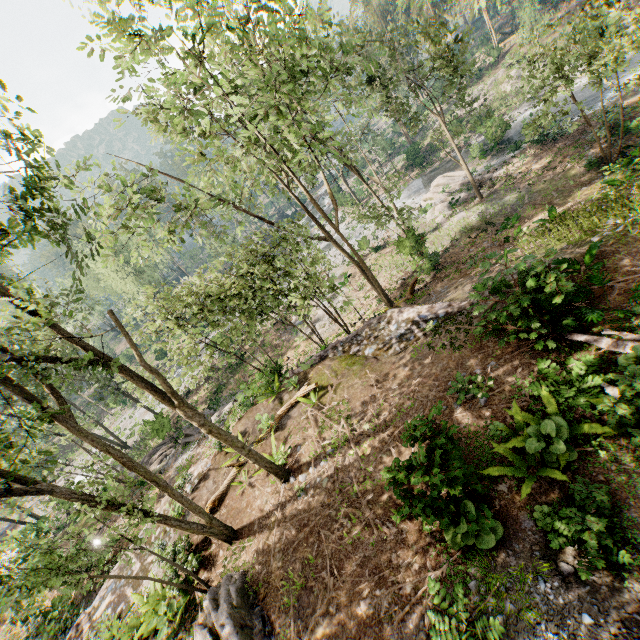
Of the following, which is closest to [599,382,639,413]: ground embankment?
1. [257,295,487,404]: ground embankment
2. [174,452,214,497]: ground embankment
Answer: [257,295,487,404]: ground embankment

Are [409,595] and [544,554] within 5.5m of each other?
yes

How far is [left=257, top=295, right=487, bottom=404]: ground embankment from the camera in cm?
1298

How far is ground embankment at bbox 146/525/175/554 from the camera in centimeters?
1248cm

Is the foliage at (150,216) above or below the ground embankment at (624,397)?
above

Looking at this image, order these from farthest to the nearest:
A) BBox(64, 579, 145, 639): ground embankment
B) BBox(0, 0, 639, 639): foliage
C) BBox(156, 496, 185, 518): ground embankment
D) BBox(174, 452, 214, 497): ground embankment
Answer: BBox(174, 452, 214, 497): ground embankment, BBox(156, 496, 185, 518): ground embankment, BBox(64, 579, 145, 639): ground embankment, BBox(0, 0, 639, 639): foliage

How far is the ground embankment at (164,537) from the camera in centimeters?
1248cm
